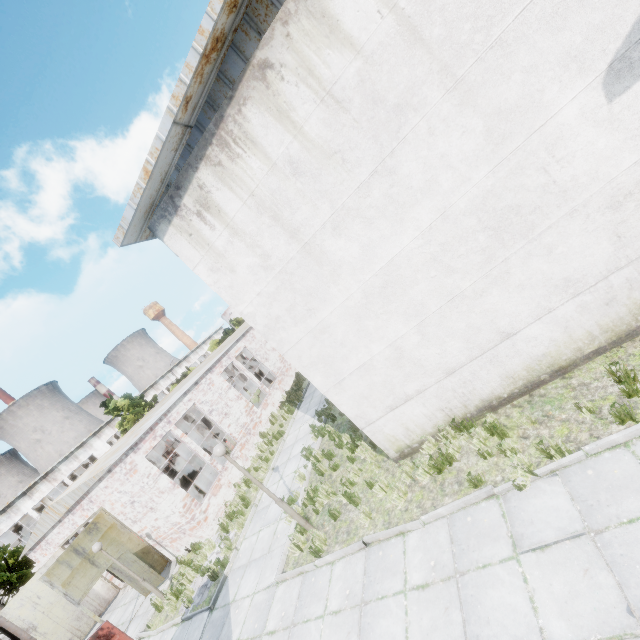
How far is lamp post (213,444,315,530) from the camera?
7.9m

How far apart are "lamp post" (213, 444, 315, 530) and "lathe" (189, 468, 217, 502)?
8.65m

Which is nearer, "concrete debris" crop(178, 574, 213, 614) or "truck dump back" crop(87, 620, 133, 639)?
"truck dump back" crop(87, 620, 133, 639)

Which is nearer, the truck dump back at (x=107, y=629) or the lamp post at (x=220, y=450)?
the truck dump back at (x=107, y=629)

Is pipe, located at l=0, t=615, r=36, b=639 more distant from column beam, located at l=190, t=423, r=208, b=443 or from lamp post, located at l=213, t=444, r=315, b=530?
lamp post, located at l=213, t=444, r=315, b=530

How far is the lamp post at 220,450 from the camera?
7.89m

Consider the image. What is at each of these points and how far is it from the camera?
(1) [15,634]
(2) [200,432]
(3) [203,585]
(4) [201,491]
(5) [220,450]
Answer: (1) pipe, 17.2 meters
(2) column beam, 19.1 meters
(3) concrete debris, 10.6 meters
(4) lathe, 15.2 meters
(5) lamp post, 7.9 meters

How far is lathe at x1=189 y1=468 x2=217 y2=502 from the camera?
15.0m
